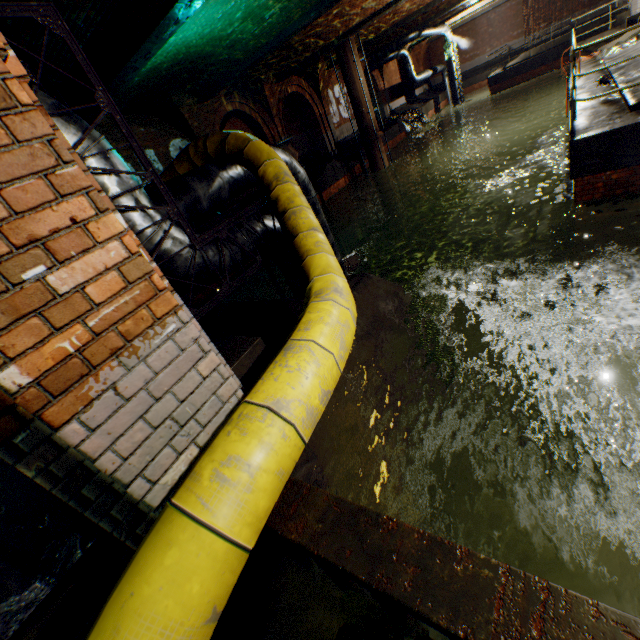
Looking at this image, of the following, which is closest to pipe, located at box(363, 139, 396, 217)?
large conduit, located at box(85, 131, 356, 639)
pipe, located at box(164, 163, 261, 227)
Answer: large conduit, located at box(85, 131, 356, 639)

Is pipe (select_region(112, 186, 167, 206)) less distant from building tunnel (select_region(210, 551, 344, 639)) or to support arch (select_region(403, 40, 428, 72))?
building tunnel (select_region(210, 551, 344, 639))

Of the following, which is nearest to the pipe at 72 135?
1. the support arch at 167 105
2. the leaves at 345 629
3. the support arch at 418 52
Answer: the leaves at 345 629

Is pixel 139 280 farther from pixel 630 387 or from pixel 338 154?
pixel 338 154

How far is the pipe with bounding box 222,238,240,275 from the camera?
3.8 meters

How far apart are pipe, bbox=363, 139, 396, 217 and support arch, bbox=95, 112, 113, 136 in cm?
1079

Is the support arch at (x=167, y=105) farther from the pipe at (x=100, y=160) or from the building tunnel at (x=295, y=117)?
the pipe at (x=100, y=160)
